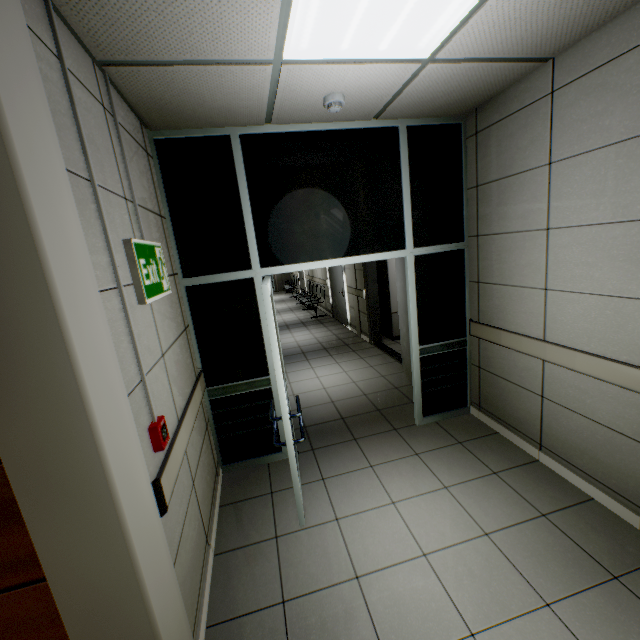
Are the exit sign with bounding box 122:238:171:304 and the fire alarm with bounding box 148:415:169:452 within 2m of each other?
yes

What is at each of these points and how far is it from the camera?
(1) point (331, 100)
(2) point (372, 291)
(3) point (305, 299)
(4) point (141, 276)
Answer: (1) fire alarm, 2.4 meters
(2) door, 6.7 meters
(3) chair, 11.5 meters
(4) exit sign, 1.8 meters

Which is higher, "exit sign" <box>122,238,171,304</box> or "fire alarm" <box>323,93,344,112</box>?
"fire alarm" <box>323,93,344,112</box>

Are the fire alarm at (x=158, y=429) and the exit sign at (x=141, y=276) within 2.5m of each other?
yes

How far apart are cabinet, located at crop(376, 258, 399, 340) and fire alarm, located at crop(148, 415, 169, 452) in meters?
5.7 m

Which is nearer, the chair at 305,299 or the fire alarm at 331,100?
the fire alarm at 331,100

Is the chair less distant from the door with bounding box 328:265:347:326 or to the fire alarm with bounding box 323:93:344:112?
the door with bounding box 328:265:347:326

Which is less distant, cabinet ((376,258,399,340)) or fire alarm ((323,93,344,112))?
fire alarm ((323,93,344,112))
